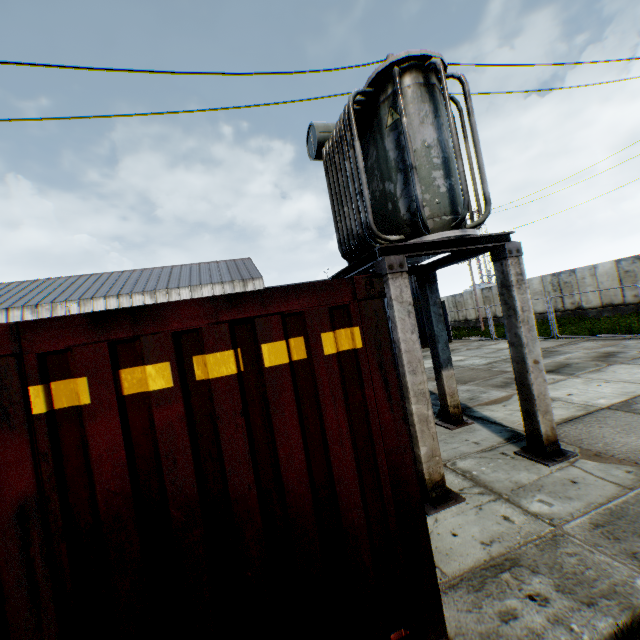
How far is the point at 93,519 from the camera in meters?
1.9

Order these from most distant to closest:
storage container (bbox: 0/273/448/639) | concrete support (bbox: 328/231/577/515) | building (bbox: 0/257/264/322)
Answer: building (bbox: 0/257/264/322) < concrete support (bbox: 328/231/577/515) < storage container (bbox: 0/273/448/639)

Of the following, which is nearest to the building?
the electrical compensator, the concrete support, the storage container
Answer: the storage container

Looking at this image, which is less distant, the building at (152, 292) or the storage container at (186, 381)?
the storage container at (186, 381)

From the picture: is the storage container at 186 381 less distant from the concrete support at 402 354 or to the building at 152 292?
the concrete support at 402 354

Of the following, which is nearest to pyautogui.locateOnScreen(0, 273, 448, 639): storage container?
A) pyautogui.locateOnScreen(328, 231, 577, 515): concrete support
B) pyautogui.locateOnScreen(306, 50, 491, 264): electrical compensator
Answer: pyautogui.locateOnScreen(328, 231, 577, 515): concrete support

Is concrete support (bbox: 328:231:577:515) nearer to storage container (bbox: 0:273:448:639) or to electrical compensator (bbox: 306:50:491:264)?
electrical compensator (bbox: 306:50:491:264)

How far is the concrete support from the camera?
4.4m
